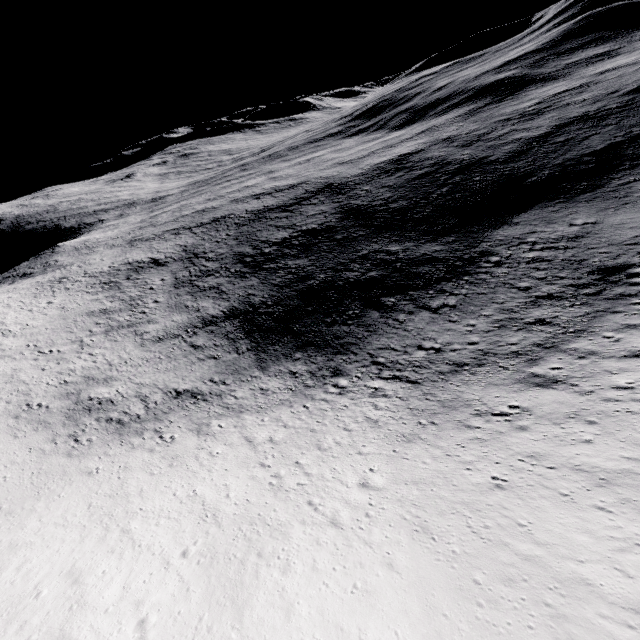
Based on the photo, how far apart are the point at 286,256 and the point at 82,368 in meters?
33.2
